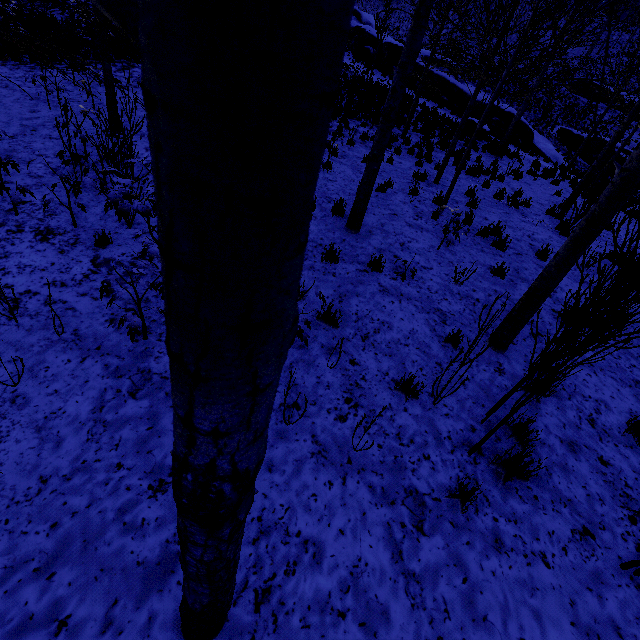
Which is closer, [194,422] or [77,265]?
[194,422]

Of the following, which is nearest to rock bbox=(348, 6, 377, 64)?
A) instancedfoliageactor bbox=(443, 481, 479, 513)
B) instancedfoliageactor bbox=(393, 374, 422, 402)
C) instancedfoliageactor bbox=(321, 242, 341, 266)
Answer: instancedfoliageactor bbox=(321, 242, 341, 266)

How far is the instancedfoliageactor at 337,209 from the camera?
6.9m

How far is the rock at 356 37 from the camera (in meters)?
24.80

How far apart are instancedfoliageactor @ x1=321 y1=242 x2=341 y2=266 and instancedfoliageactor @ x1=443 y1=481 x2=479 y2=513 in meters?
3.7 m

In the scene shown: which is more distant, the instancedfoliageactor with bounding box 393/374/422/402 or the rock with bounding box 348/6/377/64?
the rock with bounding box 348/6/377/64

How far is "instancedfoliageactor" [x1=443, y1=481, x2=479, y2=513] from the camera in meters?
2.8 m

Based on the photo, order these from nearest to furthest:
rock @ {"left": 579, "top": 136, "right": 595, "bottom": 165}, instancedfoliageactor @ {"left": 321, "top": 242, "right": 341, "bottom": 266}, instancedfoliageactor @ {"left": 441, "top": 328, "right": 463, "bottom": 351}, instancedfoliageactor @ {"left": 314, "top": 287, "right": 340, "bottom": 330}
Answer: instancedfoliageactor @ {"left": 314, "top": 287, "right": 340, "bottom": 330} → instancedfoliageactor @ {"left": 441, "top": 328, "right": 463, "bottom": 351} → instancedfoliageactor @ {"left": 321, "top": 242, "right": 341, "bottom": 266} → rock @ {"left": 579, "top": 136, "right": 595, "bottom": 165}
